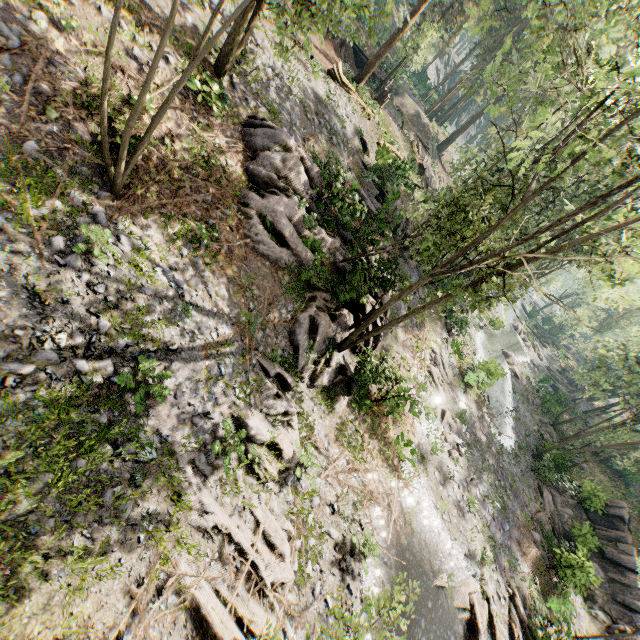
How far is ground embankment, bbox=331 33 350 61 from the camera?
28.0m

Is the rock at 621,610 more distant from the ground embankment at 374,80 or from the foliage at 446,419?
the ground embankment at 374,80

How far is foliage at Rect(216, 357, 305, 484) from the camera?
9.42m

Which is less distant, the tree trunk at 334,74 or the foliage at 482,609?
the foliage at 482,609

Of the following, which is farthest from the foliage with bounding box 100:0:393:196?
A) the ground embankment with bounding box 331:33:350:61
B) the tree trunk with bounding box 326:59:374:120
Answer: the tree trunk with bounding box 326:59:374:120

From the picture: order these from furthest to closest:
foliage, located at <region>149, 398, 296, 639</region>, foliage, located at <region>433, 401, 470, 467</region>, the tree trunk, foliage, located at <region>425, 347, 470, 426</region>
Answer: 1. foliage, located at <region>425, 347, 470, 426</region>
2. the tree trunk
3. foliage, located at <region>433, 401, 470, 467</region>
4. foliage, located at <region>149, 398, 296, 639</region>

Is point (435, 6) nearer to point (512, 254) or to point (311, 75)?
point (311, 75)
